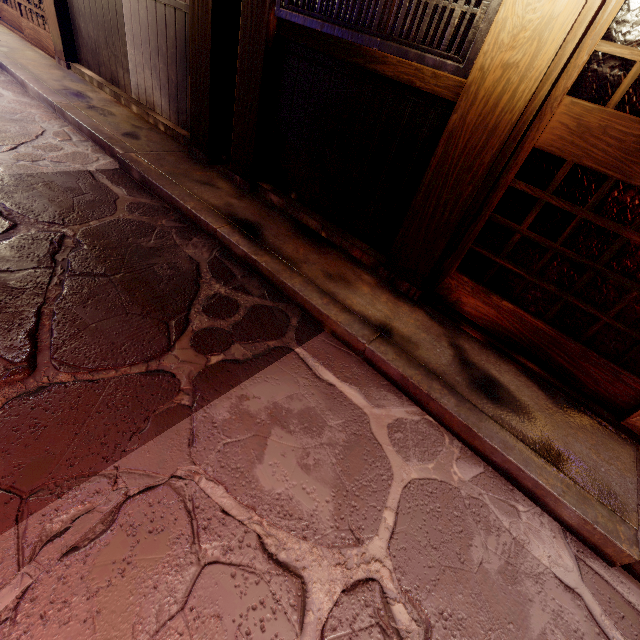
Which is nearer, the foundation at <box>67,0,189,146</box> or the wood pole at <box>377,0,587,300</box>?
the wood pole at <box>377,0,587,300</box>

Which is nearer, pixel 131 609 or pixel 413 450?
pixel 131 609

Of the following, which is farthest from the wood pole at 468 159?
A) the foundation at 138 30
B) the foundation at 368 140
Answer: the foundation at 138 30

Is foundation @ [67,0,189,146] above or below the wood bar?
below

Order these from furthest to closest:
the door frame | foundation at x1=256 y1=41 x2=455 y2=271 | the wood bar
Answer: foundation at x1=256 y1=41 x2=455 y2=271, the wood bar, the door frame

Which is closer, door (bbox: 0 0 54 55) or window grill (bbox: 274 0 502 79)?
window grill (bbox: 274 0 502 79)

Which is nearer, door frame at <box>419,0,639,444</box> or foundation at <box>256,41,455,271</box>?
door frame at <box>419,0,639,444</box>

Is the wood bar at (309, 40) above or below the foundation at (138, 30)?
above
